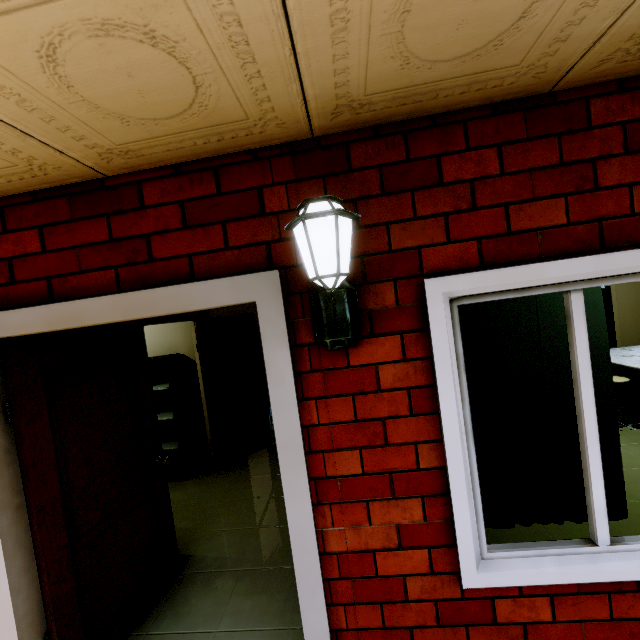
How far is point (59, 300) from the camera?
1.6 meters

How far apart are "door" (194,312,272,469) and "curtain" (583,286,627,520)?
3.65m

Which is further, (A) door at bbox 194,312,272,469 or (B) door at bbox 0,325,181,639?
(A) door at bbox 194,312,272,469

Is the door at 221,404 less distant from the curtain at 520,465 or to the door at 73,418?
the door at 73,418

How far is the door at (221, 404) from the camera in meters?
4.4 m

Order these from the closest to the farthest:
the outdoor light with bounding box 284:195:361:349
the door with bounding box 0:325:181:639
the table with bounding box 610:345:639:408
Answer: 1. the outdoor light with bounding box 284:195:361:349
2. the door with bounding box 0:325:181:639
3. the table with bounding box 610:345:639:408

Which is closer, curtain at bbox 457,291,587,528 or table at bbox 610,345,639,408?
curtain at bbox 457,291,587,528

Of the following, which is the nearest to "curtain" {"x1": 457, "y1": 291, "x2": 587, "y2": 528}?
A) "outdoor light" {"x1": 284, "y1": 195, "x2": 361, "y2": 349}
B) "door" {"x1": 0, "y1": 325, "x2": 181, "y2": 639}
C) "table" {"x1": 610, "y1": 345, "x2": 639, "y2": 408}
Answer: "outdoor light" {"x1": 284, "y1": 195, "x2": 361, "y2": 349}
